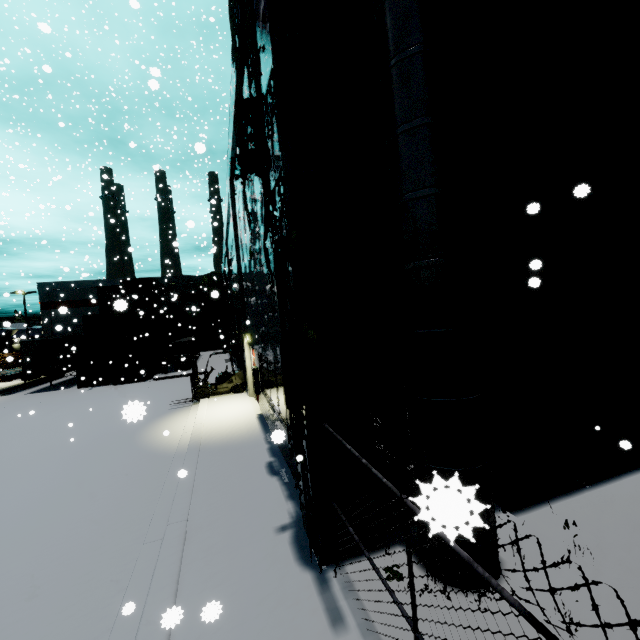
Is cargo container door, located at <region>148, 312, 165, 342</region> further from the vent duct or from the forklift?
the vent duct

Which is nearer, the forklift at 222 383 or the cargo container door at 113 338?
the forklift at 222 383

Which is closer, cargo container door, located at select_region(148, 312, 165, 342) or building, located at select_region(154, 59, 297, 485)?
building, located at select_region(154, 59, 297, 485)

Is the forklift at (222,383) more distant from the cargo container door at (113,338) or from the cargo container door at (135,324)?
the cargo container door at (135,324)

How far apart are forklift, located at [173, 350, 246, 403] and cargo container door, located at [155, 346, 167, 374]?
10.6m

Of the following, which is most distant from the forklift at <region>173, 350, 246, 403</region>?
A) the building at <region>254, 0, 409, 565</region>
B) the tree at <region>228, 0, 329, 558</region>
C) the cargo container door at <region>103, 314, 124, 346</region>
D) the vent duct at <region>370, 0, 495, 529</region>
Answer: the vent duct at <region>370, 0, 495, 529</region>

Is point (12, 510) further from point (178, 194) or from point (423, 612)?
point (178, 194)

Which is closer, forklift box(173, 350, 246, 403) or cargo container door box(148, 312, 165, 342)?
forklift box(173, 350, 246, 403)
